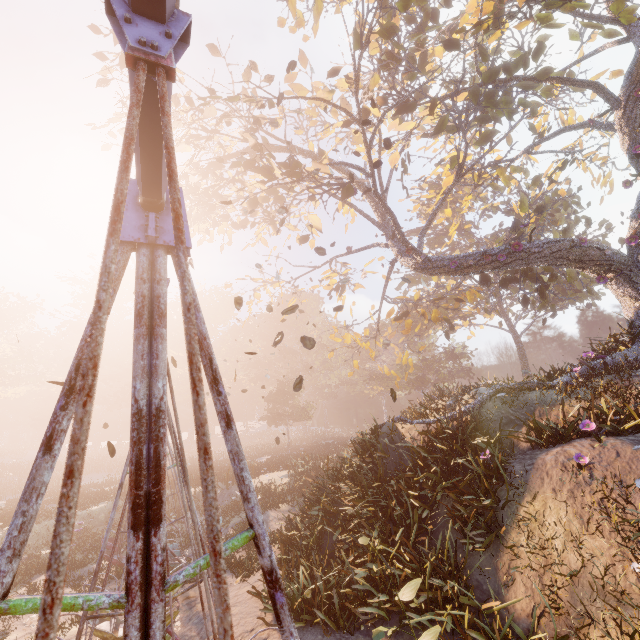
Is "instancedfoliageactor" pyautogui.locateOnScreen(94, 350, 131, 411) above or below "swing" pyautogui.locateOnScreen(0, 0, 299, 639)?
above

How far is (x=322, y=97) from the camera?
16.7 meters

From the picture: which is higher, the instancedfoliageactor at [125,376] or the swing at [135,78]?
the instancedfoliageactor at [125,376]

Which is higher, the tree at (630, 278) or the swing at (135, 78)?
the tree at (630, 278)

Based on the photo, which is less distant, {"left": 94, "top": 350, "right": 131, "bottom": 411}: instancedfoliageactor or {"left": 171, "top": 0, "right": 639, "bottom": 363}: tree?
{"left": 171, "top": 0, "right": 639, "bottom": 363}: tree

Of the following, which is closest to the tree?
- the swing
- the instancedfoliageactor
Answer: the swing

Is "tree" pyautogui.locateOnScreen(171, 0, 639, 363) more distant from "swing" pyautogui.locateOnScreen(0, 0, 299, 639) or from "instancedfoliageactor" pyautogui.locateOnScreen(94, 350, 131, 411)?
"instancedfoliageactor" pyautogui.locateOnScreen(94, 350, 131, 411)
